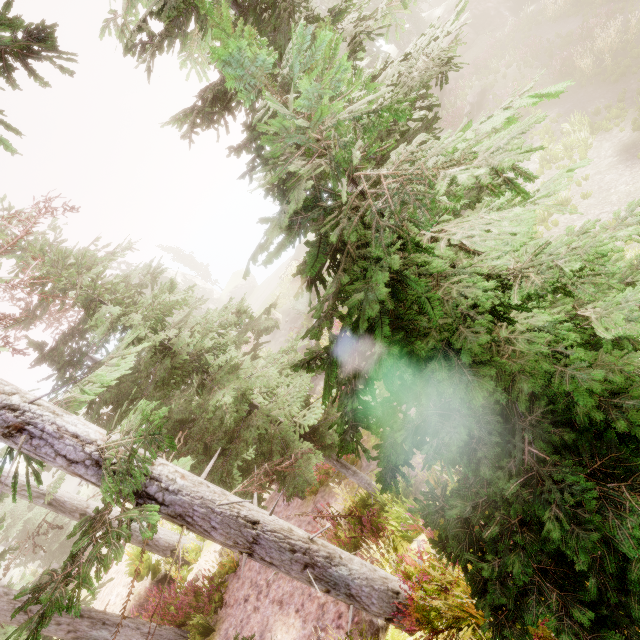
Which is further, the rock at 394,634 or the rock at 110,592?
the rock at 110,592

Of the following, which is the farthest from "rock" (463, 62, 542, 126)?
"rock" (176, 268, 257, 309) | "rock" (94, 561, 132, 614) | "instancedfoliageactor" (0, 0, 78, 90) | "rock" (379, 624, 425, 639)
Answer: "rock" (176, 268, 257, 309)

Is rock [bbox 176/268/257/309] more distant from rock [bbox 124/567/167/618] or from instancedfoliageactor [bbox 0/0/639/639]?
rock [bbox 124/567/167/618]

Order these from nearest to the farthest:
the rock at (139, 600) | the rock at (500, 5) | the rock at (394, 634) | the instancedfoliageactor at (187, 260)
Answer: the rock at (394, 634) < the rock at (139, 600) < the rock at (500, 5) < the instancedfoliageactor at (187, 260)

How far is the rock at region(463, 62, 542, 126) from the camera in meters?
18.1 m

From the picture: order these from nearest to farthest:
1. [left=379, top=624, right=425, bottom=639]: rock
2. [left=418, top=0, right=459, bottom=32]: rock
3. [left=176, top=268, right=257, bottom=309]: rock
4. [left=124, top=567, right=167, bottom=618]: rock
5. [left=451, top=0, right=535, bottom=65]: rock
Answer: [left=379, top=624, right=425, bottom=639]: rock
[left=124, top=567, right=167, bottom=618]: rock
[left=451, top=0, right=535, bottom=65]: rock
[left=418, top=0, right=459, bottom=32]: rock
[left=176, top=268, right=257, bottom=309]: rock

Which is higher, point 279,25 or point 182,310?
point 279,25

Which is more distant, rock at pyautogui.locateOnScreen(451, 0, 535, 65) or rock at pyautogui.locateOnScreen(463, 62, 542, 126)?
rock at pyautogui.locateOnScreen(451, 0, 535, 65)
